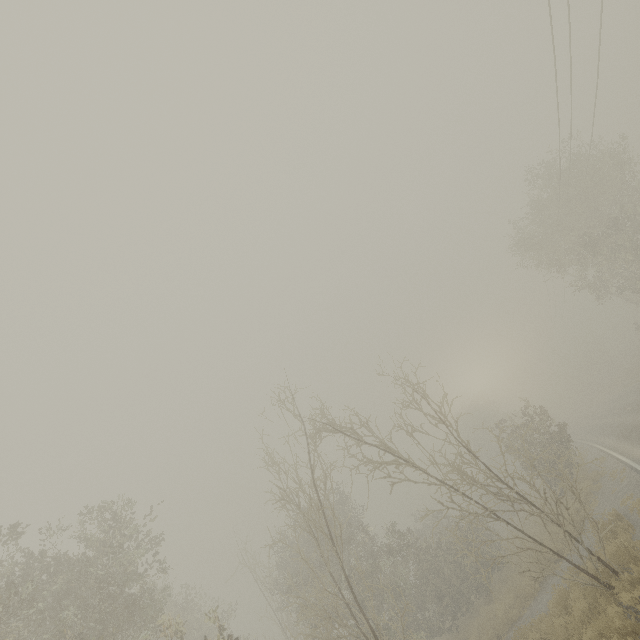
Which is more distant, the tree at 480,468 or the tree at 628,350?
the tree at 628,350

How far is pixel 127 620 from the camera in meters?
11.5 m

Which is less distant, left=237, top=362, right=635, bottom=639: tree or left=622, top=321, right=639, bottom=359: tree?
left=237, top=362, right=635, bottom=639: tree
